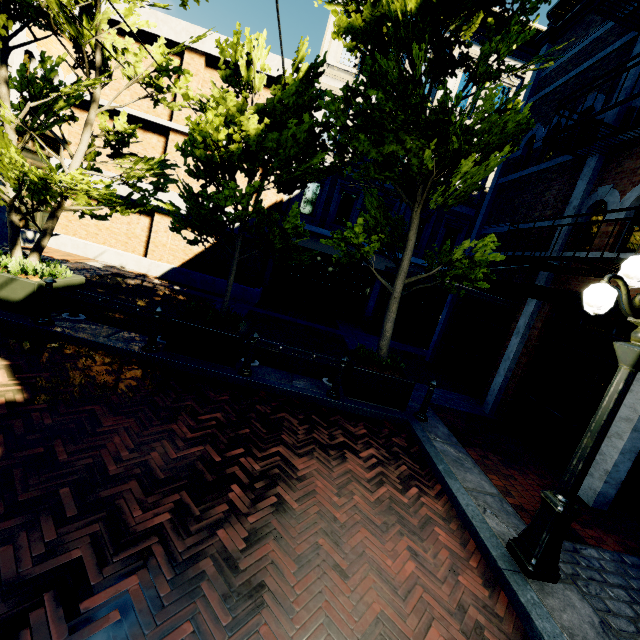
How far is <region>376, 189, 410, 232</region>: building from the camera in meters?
14.1 m

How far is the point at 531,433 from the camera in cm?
714

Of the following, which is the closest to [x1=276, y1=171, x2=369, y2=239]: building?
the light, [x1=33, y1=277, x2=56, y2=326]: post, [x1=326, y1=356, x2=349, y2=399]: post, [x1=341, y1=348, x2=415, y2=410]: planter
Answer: the light

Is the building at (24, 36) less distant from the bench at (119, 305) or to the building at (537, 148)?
the bench at (119, 305)

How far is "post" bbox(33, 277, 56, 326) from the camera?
5.6m

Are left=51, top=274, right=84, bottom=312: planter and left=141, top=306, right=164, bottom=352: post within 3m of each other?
yes

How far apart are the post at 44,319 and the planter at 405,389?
5.6 meters
